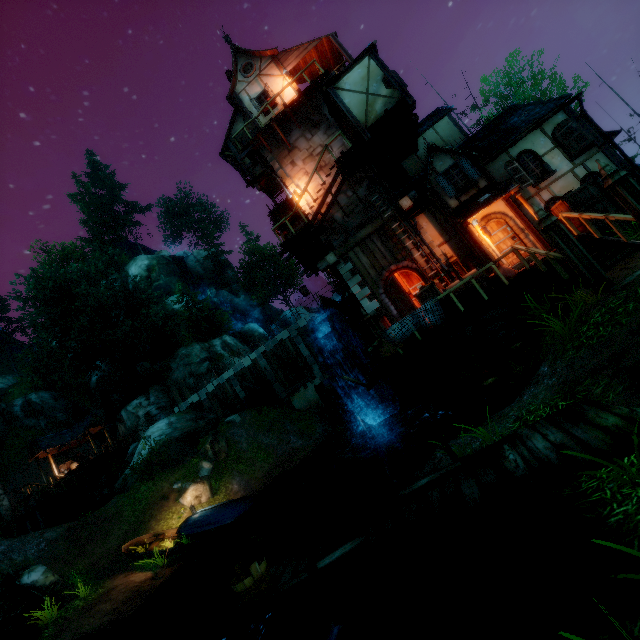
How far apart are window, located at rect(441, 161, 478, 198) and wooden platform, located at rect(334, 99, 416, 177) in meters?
2.8 m

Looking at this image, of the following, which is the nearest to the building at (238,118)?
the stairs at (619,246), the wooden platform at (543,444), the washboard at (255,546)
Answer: the stairs at (619,246)

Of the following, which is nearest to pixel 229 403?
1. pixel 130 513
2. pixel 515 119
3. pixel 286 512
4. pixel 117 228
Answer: pixel 130 513

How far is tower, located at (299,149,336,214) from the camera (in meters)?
16.08

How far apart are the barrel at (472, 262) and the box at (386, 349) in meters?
3.0 m

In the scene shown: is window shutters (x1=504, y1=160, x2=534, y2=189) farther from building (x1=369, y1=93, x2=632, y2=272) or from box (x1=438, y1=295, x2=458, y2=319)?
box (x1=438, y1=295, x2=458, y2=319)

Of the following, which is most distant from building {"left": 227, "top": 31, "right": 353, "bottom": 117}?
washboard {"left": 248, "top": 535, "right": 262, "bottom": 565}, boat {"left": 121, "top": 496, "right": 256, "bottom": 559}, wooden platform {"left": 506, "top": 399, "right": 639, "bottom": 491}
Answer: boat {"left": 121, "top": 496, "right": 256, "bottom": 559}

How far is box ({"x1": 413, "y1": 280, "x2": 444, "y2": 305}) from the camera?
10.88m
